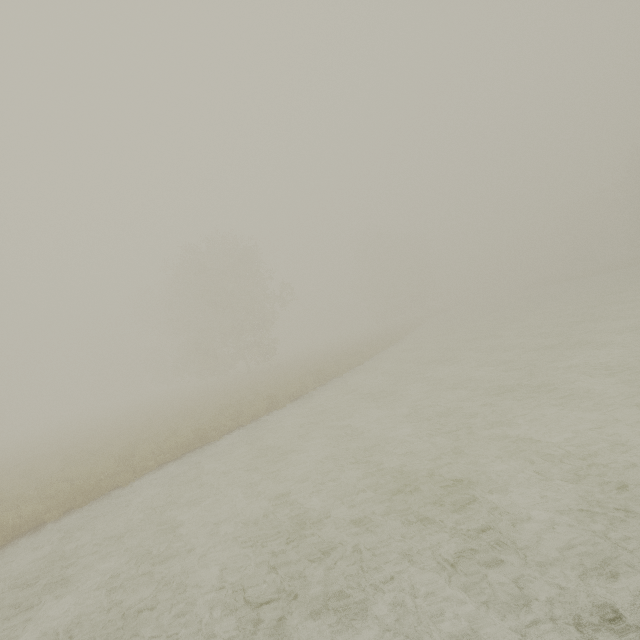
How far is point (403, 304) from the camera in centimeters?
5981cm
